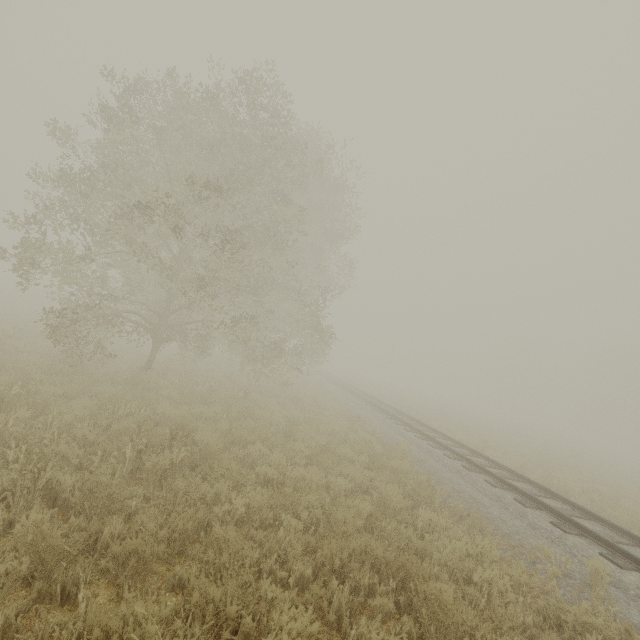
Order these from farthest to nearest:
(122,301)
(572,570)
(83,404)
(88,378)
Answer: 1. (122,301)
2. (88,378)
3. (83,404)
4. (572,570)
